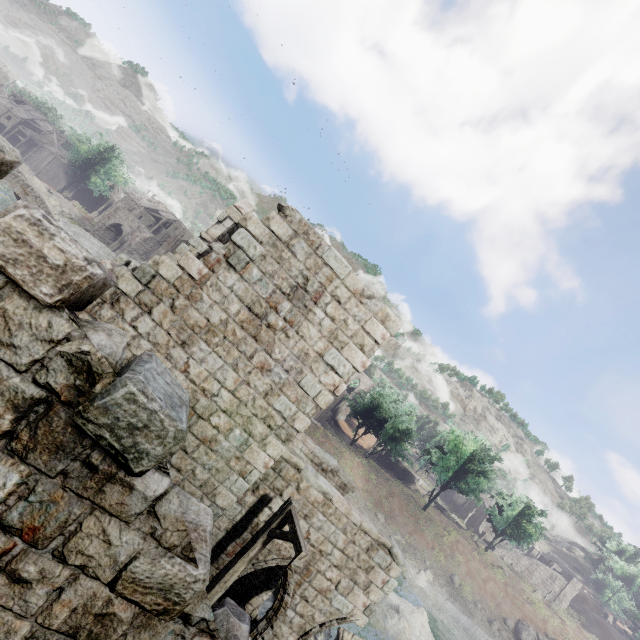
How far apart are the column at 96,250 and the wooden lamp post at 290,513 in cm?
689

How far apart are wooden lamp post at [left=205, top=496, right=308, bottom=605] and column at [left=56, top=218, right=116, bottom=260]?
6.9m

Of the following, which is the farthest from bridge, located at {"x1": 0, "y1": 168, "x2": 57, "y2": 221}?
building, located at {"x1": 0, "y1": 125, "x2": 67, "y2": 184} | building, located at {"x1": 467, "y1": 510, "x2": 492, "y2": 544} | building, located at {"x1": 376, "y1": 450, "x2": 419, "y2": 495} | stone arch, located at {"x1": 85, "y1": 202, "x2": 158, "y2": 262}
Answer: building, located at {"x1": 467, "y1": 510, "x2": 492, "y2": 544}

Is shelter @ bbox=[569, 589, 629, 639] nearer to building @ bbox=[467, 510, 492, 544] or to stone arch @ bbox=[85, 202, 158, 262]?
building @ bbox=[467, 510, 492, 544]

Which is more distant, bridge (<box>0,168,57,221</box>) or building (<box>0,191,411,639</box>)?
bridge (<box>0,168,57,221</box>)

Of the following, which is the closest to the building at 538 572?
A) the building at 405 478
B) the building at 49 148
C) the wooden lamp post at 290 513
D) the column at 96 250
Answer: the building at 49 148

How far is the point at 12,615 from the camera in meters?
2.4

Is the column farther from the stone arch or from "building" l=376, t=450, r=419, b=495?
"building" l=376, t=450, r=419, b=495
